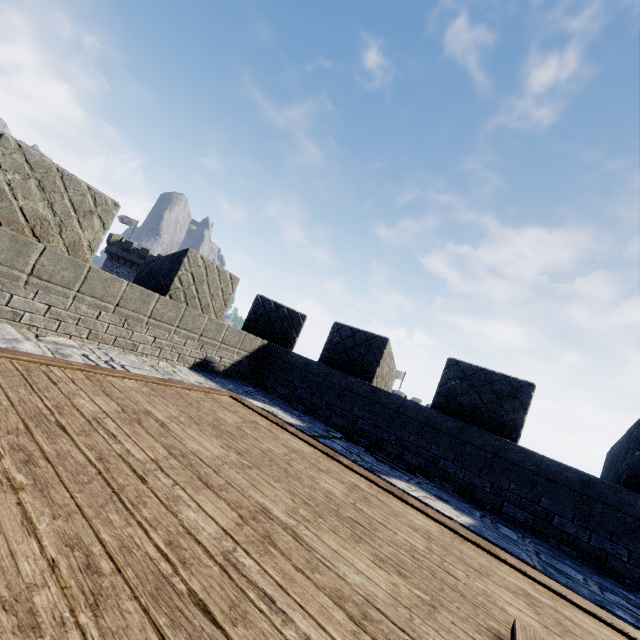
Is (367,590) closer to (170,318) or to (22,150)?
(170,318)
